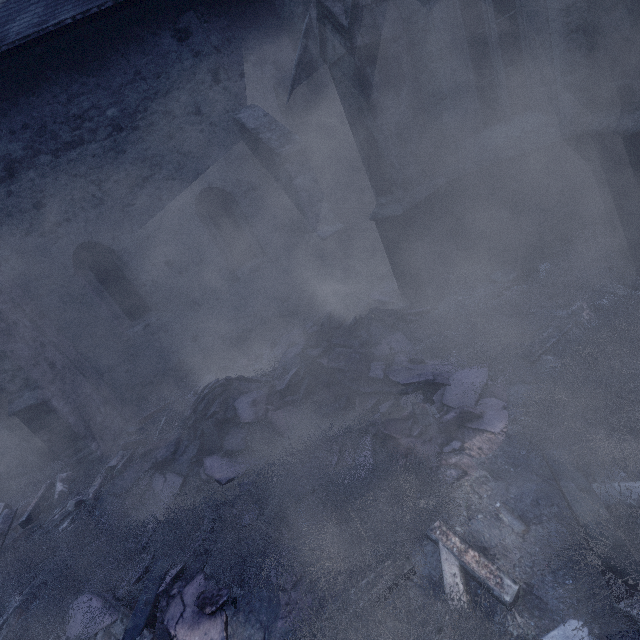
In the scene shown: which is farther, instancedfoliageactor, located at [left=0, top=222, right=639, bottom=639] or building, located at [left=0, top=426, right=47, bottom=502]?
building, located at [left=0, top=426, right=47, bottom=502]

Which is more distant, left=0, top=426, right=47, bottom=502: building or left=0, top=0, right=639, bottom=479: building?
left=0, top=426, right=47, bottom=502: building

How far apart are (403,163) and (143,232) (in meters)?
5.65

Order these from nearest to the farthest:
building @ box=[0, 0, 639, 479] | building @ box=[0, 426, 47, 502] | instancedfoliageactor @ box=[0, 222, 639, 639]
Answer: instancedfoliageactor @ box=[0, 222, 639, 639], building @ box=[0, 0, 639, 479], building @ box=[0, 426, 47, 502]

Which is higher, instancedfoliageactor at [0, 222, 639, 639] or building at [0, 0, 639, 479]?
building at [0, 0, 639, 479]

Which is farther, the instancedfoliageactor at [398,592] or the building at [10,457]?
the building at [10,457]

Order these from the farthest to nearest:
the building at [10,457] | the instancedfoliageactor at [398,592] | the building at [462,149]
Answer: the building at [10,457]
the building at [462,149]
the instancedfoliageactor at [398,592]
